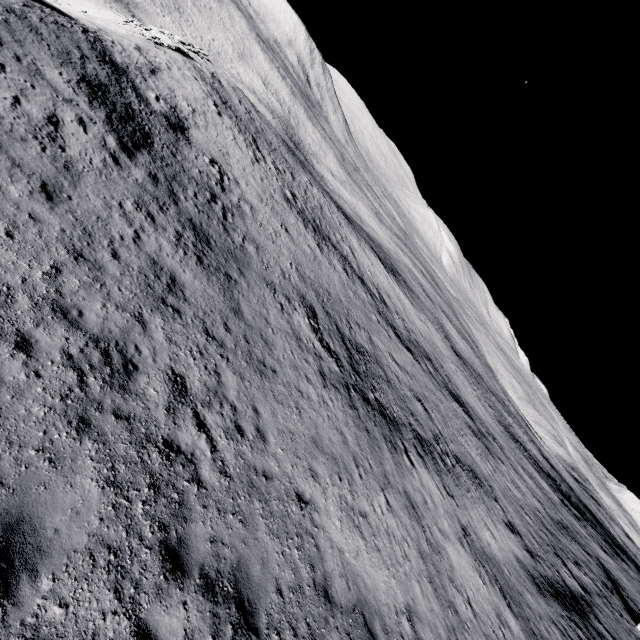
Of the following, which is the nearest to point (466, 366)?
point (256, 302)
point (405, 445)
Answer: point (405, 445)
